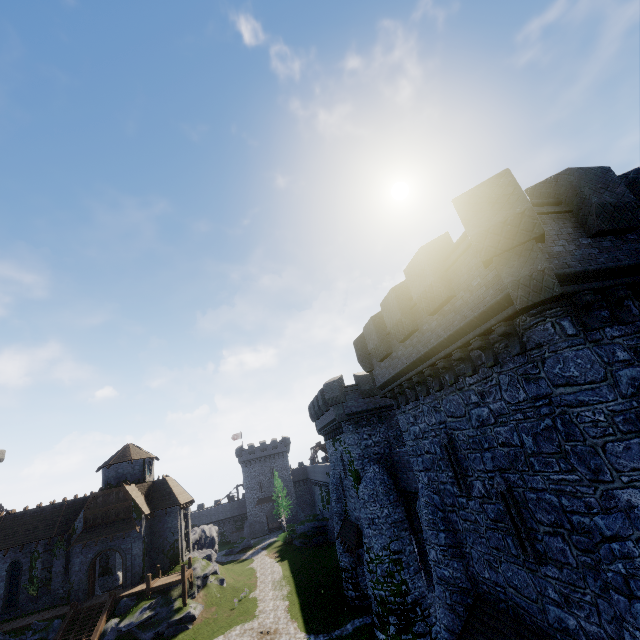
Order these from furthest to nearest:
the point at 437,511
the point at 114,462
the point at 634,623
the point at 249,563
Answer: the point at 249,563, the point at 114,462, the point at 437,511, the point at 634,623

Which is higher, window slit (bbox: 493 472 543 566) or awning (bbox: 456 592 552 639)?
window slit (bbox: 493 472 543 566)

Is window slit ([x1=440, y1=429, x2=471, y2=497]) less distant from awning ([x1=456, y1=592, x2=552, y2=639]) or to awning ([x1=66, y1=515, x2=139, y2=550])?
awning ([x1=456, y1=592, x2=552, y2=639])

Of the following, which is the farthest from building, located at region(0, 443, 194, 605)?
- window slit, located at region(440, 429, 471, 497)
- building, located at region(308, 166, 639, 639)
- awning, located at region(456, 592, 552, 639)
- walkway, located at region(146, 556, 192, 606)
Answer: window slit, located at region(440, 429, 471, 497)

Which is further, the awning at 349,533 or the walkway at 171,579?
the walkway at 171,579

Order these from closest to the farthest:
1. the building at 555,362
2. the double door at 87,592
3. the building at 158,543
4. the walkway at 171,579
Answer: the building at 555,362
the walkway at 171,579
the double door at 87,592
the building at 158,543

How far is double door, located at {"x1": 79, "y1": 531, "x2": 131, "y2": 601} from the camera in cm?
3038

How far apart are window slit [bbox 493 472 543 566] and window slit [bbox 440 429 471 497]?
1.34m
